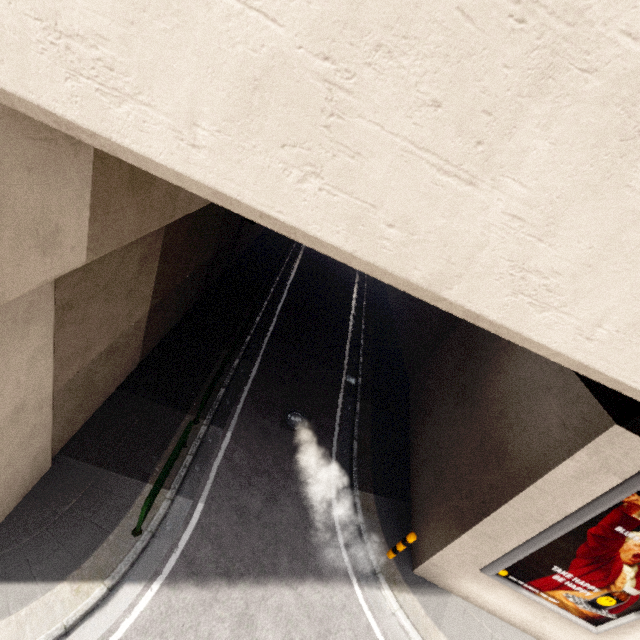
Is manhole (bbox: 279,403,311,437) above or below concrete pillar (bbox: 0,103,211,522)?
below

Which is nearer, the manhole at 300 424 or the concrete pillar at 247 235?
the manhole at 300 424

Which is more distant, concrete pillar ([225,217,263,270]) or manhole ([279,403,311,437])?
concrete pillar ([225,217,263,270])

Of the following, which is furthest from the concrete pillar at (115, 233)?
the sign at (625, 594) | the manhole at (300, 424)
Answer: the sign at (625, 594)

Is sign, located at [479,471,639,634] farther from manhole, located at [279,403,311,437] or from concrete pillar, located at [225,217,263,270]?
concrete pillar, located at [225,217,263,270]

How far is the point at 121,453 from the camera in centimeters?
720cm

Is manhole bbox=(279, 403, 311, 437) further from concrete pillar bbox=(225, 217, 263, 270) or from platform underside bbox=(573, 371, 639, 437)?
platform underside bbox=(573, 371, 639, 437)
